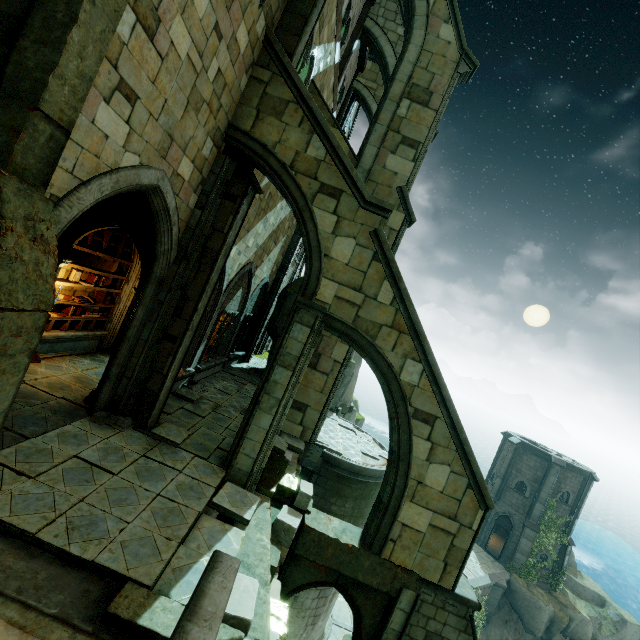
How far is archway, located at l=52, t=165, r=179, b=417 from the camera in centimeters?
486cm

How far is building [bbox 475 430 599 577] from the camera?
25.80m

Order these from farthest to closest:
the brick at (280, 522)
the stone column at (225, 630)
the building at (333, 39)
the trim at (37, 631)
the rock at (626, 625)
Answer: the rock at (626, 625)
the building at (333, 39)
the brick at (280, 522)
the stone column at (225, 630)
the trim at (37, 631)

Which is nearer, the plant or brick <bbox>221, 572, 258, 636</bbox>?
brick <bbox>221, 572, 258, 636</bbox>

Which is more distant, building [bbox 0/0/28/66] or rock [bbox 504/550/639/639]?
rock [bbox 504/550/639/639]

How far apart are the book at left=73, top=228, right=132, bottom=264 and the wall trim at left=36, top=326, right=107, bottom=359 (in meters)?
2.80

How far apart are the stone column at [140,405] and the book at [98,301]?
3.4 meters

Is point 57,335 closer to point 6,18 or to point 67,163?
point 67,163
